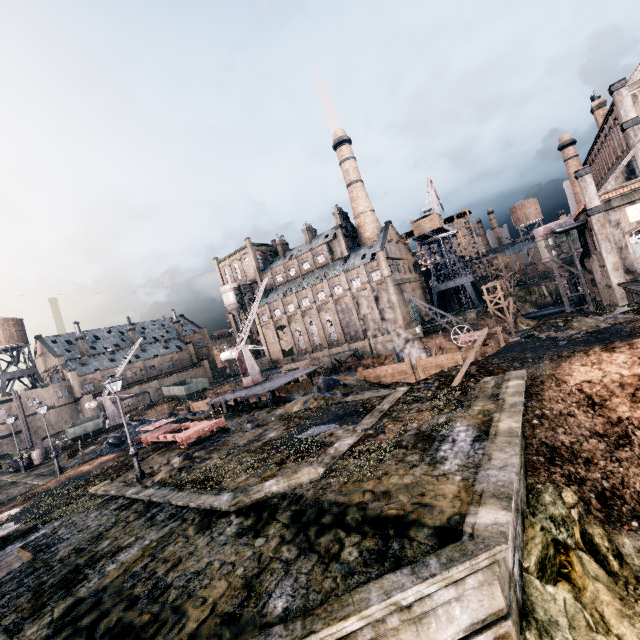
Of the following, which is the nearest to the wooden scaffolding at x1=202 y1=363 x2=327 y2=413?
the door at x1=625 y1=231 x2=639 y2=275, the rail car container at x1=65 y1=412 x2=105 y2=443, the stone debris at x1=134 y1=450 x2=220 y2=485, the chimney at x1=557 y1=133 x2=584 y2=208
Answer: the stone debris at x1=134 y1=450 x2=220 y2=485

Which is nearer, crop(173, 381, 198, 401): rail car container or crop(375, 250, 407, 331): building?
crop(173, 381, 198, 401): rail car container

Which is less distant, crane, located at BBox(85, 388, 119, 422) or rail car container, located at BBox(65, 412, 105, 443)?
rail car container, located at BBox(65, 412, 105, 443)

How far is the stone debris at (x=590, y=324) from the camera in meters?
19.4 m

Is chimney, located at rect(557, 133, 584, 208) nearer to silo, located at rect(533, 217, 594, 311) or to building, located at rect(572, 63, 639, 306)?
building, located at rect(572, 63, 639, 306)

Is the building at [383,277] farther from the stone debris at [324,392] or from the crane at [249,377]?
the stone debris at [324,392]

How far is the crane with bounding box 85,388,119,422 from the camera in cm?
4647

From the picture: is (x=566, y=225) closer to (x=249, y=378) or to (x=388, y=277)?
(x=388, y=277)
